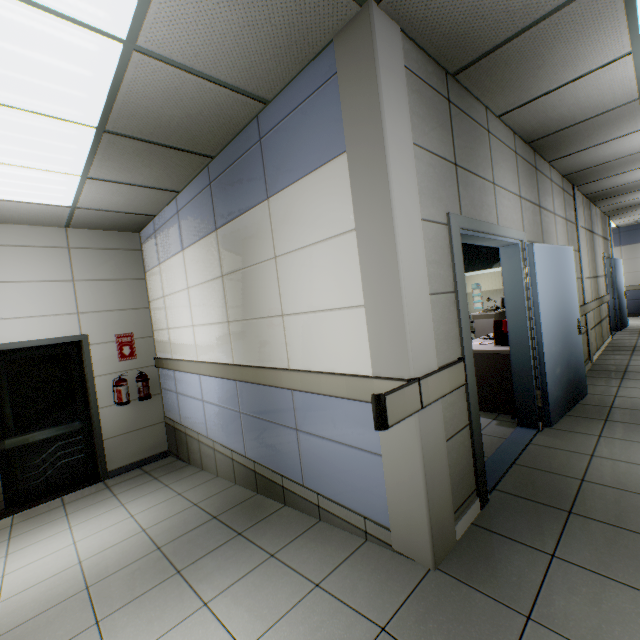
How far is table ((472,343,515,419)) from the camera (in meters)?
3.88

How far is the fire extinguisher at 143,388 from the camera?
5.21m

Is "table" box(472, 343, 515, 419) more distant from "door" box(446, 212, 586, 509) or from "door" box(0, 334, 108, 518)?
"door" box(0, 334, 108, 518)

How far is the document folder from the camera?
4.0m

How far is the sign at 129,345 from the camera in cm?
519

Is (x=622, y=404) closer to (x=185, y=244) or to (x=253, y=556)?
(x=253, y=556)

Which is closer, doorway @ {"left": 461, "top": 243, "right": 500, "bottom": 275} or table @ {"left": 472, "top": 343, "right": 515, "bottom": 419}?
table @ {"left": 472, "top": 343, "right": 515, "bottom": 419}

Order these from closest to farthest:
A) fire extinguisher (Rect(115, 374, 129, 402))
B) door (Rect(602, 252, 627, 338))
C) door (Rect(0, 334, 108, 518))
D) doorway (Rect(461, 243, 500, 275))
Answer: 1. door (Rect(0, 334, 108, 518))
2. fire extinguisher (Rect(115, 374, 129, 402))
3. doorway (Rect(461, 243, 500, 275))
4. door (Rect(602, 252, 627, 338))
